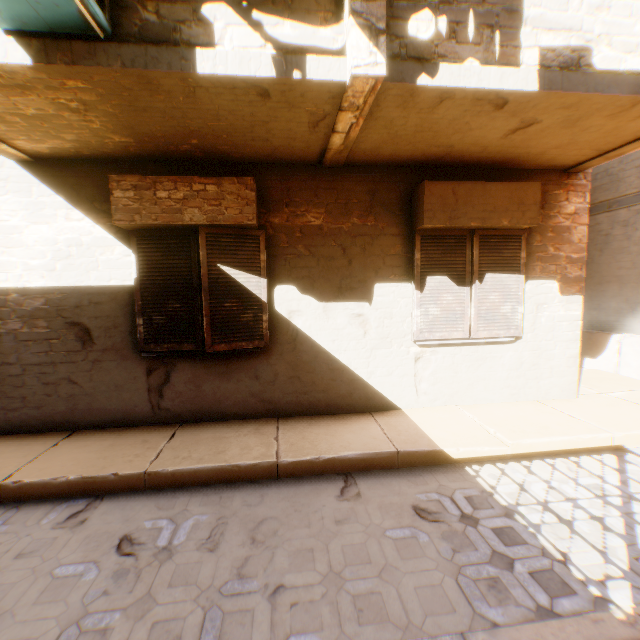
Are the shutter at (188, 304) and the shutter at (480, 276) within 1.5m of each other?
no

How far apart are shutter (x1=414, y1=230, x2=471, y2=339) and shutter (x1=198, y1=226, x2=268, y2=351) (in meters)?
2.06

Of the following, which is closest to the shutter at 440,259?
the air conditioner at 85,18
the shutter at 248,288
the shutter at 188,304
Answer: the shutter at 248,288

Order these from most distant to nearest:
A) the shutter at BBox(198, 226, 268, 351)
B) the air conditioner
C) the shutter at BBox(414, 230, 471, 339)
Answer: the shutter at BBox(414, 230, 471, 339)
the shutter at BBox(198, 226, 268, 351)
the air conditioner

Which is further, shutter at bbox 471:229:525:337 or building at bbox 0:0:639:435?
shutter at bbox 471:229:525:337

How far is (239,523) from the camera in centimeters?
278cm

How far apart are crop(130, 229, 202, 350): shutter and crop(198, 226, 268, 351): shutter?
0.2 meters
